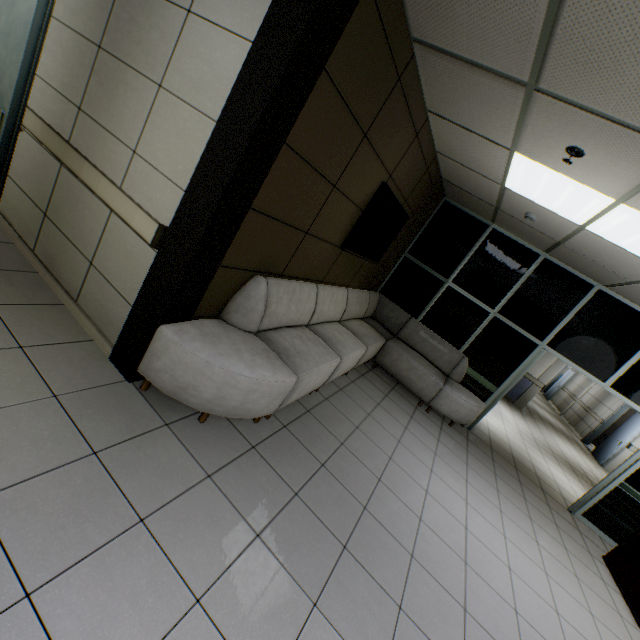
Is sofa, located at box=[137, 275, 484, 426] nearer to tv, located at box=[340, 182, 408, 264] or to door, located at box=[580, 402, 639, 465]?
tv, located at box=[340, 182, 408, 264]

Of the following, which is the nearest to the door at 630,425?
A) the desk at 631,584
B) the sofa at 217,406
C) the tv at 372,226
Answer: the desk at 631,584

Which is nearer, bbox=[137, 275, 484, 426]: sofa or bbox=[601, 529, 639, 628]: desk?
bbox=[137, 275, 484, 426]: sofa

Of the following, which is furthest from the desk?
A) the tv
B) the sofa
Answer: the tv

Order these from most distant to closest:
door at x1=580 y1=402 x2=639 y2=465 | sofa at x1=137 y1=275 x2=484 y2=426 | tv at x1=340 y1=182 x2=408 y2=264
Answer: door at x1=580 y1=402 x2=639 y2=465
tv at x1=340 y1=182 x2=408 y2=264
sofa at x1=137 y1=275 x2=484 y2=426

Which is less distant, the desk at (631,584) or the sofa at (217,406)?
the sofa at (217,406)

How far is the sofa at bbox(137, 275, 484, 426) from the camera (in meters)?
2.34

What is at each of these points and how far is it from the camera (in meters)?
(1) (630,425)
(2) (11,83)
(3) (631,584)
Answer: (1) door, 10.50
(2) door, 2.66
(3) desk, 4.05
